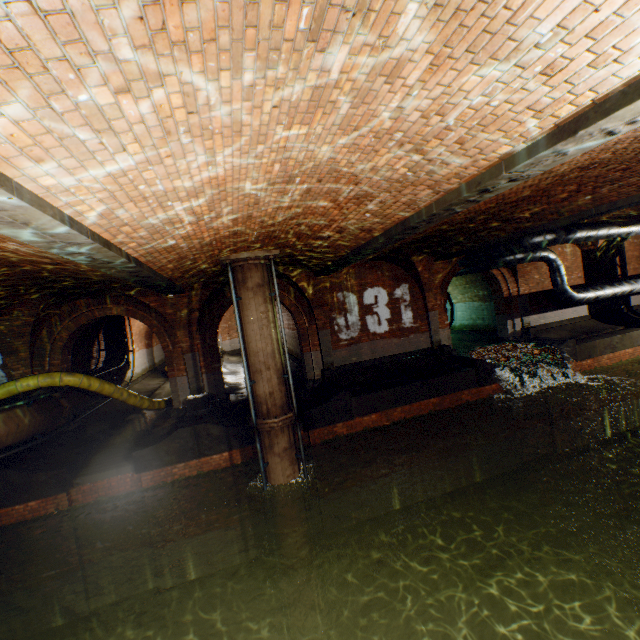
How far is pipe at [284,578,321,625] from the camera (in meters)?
8.41

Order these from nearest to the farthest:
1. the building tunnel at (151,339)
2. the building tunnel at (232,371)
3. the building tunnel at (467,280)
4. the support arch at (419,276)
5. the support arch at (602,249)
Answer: the support arch at (419,276) < the building tunnel at (232,371) < the support arch at (602,249) < the building tunnel at (467,280) < the building tunnel at (151,339)

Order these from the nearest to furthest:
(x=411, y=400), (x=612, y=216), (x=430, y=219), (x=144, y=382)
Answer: (x=430, y=219)
(x=612, y=216)
(x=411, y=400)
(x=144, y=382)

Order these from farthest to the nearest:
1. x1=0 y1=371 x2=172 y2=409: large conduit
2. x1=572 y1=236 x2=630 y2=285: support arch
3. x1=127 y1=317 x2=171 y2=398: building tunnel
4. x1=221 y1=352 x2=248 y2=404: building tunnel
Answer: x1=127 y1=317 x2=171 y2=398: building tunnel, x1=572 y1=236 x2=630 y2=285: support arch, x1=221 y1=352 x2=248 y2=404: building tunnel, x1=0 y1=371 x2=172 y2=409: large conduit

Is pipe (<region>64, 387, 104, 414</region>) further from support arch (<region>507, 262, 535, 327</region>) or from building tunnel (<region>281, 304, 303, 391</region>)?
support arch (<region>507, 262, 535, 327</region>)

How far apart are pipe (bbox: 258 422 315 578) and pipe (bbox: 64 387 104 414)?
5.7 meters

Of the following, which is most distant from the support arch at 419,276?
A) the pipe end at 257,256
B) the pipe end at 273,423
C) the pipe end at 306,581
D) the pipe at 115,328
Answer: the pipe at 115,328

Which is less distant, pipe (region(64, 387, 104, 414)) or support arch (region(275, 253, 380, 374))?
pipe (region(64, 387, 104, 414))
